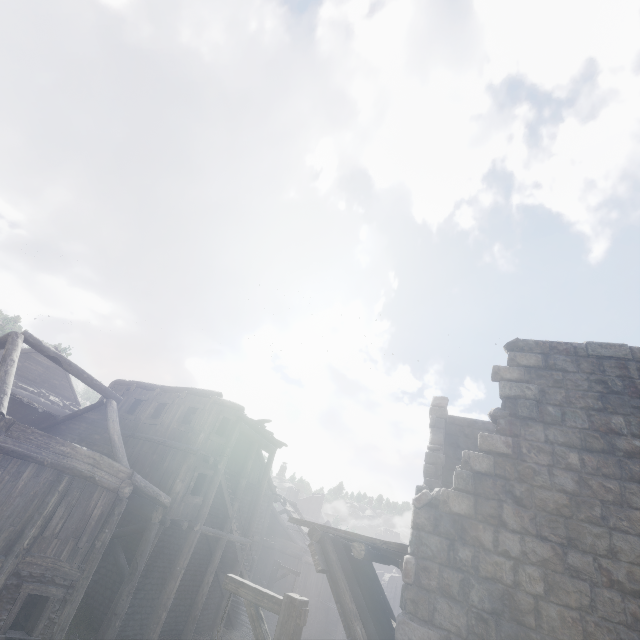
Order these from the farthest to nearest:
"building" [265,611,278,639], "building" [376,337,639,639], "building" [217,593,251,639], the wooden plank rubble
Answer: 1. "building" [265,611,278,639]
2. "building" [217,593,251,639]
3. the wooden plank rubble
4. "building" [376,337,639,639]

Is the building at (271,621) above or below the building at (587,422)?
below

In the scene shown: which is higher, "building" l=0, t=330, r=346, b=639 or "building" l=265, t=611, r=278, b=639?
"building" l=0, t=330, r=346, b=639

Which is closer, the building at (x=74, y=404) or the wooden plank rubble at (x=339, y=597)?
the wooden plank rubble at (x=339, y=597)

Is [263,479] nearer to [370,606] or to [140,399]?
[140,399]

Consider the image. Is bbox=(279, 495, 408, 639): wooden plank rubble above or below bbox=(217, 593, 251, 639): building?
above

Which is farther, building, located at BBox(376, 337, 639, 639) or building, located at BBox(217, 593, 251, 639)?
building, located at BBox(217, 593, 251, 639)
